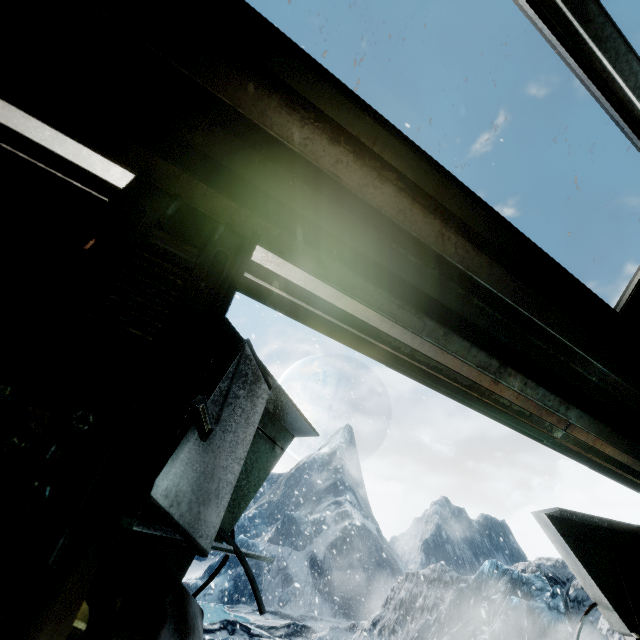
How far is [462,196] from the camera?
1.1 meters
